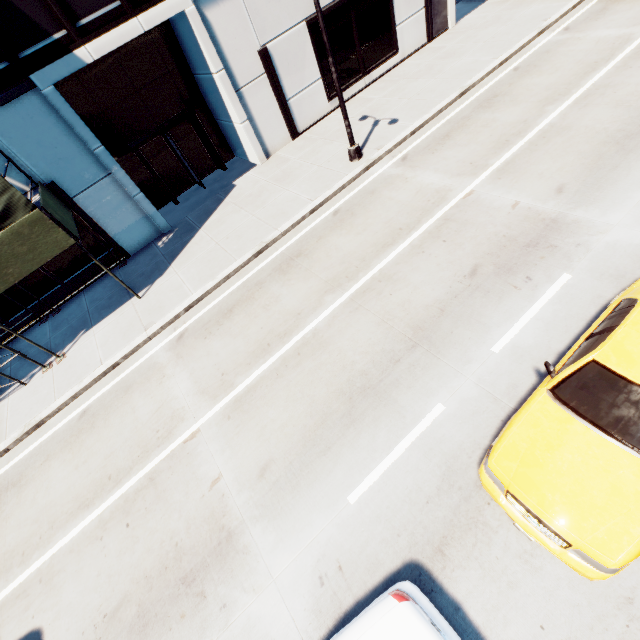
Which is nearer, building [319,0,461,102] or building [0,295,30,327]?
building [0,295,30,327]

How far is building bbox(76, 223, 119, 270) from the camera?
13.1m

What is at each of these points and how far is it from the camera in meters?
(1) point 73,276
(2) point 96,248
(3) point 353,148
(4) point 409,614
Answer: (1) building, 13.4
(2) building, 13.6
(3) light, 12.3
(4) vehicle, 3.9

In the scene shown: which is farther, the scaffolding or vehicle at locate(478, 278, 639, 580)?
the scaffolding

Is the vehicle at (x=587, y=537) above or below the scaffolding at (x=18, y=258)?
below

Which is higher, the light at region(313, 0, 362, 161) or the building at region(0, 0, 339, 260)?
the building at region(0, 0, 339, 260)

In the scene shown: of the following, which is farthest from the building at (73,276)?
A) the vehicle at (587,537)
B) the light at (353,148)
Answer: the vehicle at (587,537)
